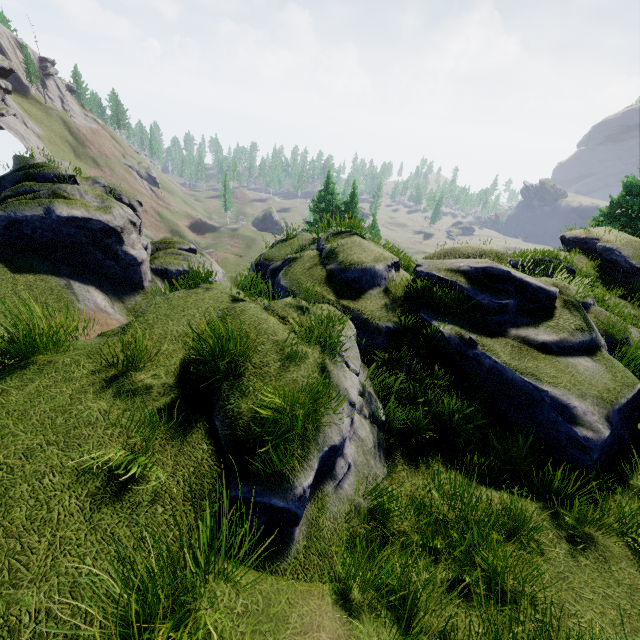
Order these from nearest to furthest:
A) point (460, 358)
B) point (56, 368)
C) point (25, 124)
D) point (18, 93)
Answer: point (56, 368) < point (460, 358) < point (25, 124) < point (18, 93)
